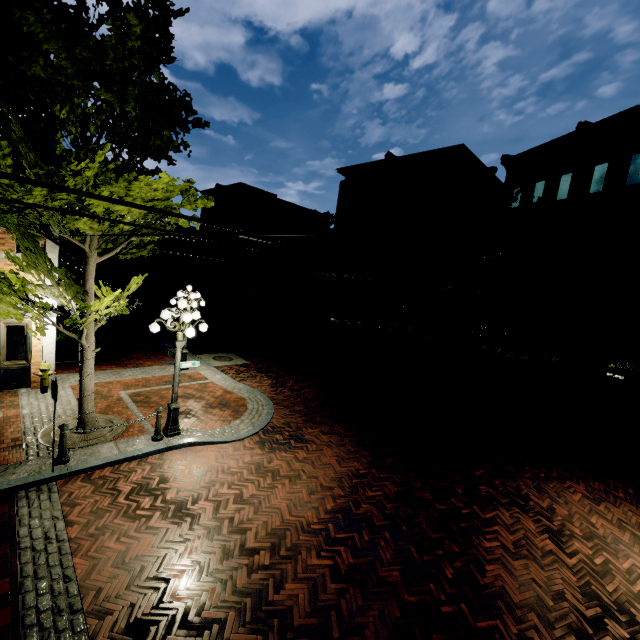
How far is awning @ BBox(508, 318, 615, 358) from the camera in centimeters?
1354cm

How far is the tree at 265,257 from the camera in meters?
30.1

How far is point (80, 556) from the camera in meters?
5.1 m

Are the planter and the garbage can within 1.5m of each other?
yes

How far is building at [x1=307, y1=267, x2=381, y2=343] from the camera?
27.6 meters

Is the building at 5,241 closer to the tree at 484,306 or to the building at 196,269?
the tree at 484,306

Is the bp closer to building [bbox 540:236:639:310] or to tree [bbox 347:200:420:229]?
building [bbox 540:236:639:310]

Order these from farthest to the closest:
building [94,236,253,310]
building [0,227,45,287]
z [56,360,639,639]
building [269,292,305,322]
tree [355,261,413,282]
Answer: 1. building [94,236,253,310]
2. building [269,292,305,322]
3. tree [355,261,413,282]
4. building [0,227,45,287]
5. z [56,360,639,639]
